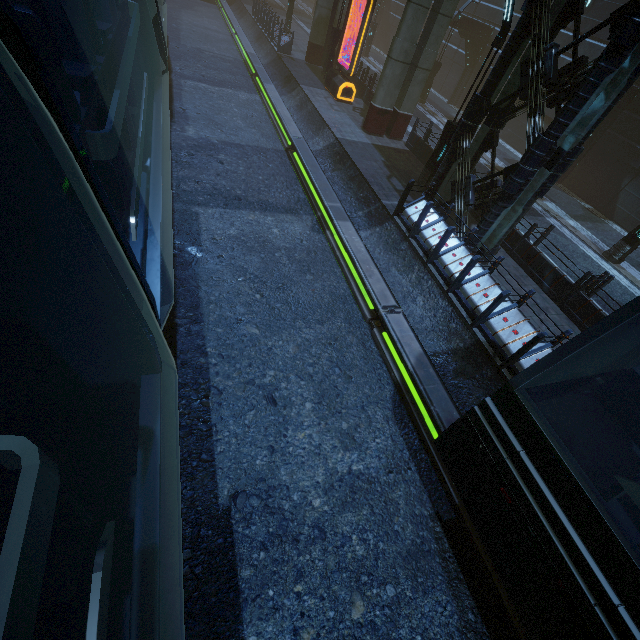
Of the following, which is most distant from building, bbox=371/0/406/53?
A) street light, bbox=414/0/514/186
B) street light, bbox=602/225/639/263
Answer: street light, bbox=602/225/639/263

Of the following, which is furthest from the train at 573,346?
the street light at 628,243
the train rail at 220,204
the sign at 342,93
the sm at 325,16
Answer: the street light at 628,243

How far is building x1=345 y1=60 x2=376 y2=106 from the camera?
18.81m

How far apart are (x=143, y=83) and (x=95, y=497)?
7.1m

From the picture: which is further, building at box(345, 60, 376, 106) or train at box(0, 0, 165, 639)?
building at box(345, 60, 376, 106)

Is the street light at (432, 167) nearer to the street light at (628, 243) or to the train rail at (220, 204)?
the train rail at (220, 204)

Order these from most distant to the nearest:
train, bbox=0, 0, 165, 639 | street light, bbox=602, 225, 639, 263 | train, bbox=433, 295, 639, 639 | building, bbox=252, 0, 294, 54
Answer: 1. building, bbox=252, 0, 294, 54
2. street light, bbox=602, 225, 639, 263
3. train, bbox=433, 295, 639, 639
4. train, bbox=0, 0, 165, 639

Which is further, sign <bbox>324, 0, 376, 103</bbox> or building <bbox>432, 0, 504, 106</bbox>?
building <bbox>432, 0, 504, 106</bbox>
